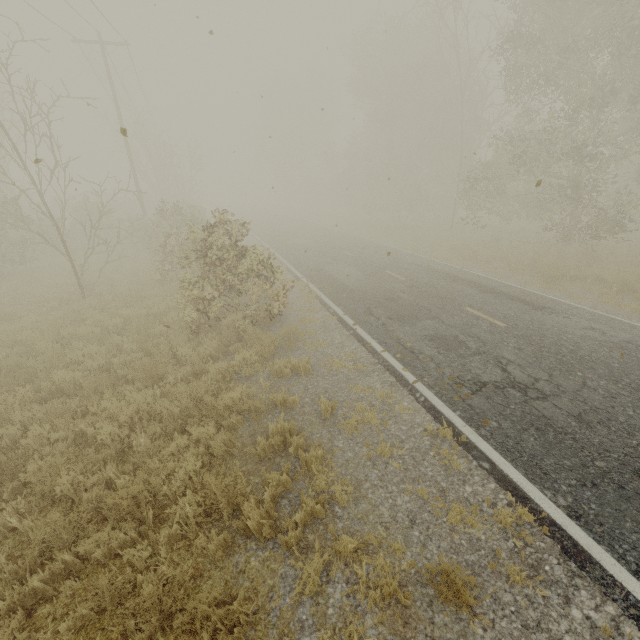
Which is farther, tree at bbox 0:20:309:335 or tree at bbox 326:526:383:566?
tree at bbox 0:20:309:335

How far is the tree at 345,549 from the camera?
3.61m

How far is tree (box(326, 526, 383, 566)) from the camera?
3.6m

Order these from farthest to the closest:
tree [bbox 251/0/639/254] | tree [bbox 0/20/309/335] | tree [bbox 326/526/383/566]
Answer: tree [bbox 251/0/639/254] < tree [bbox 0/20/309/335] < tree [bbox 326/526/383/566]

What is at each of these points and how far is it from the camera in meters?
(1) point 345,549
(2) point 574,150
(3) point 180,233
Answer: (1) tree, 3.7
(2) tree, 12.8
(3) tree, 14.4

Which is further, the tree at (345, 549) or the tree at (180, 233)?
the tree at (180, 233)

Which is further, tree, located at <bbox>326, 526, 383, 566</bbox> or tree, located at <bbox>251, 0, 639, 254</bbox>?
tree, located at <bbox>251, 0, 639, 254</bbox>
